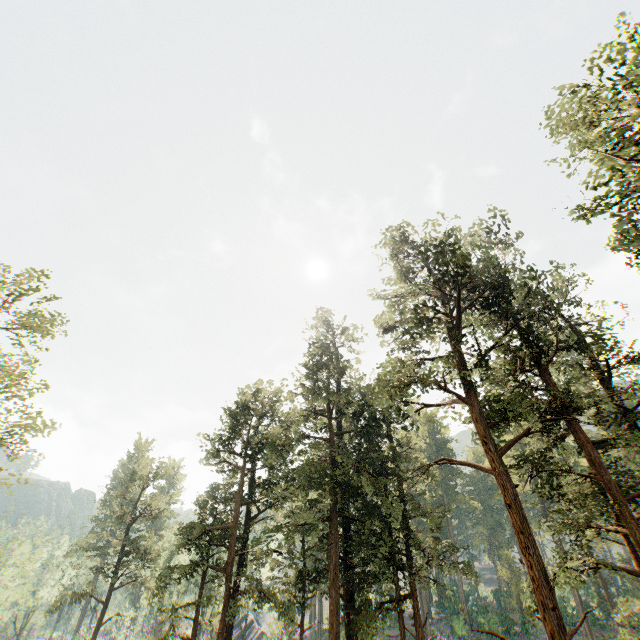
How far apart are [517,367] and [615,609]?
14.9m

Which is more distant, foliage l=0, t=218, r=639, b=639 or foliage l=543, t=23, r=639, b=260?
foliage l=0, t=218, r=639, b=639

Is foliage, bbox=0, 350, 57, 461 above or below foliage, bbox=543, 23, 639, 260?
below

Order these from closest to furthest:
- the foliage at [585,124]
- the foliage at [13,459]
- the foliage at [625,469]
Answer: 1. the foliage at [585,124]
2. the foliage at [625,469]
3. the foliage at [13,459]

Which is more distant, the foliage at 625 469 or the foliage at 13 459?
the foliage at 13 459
